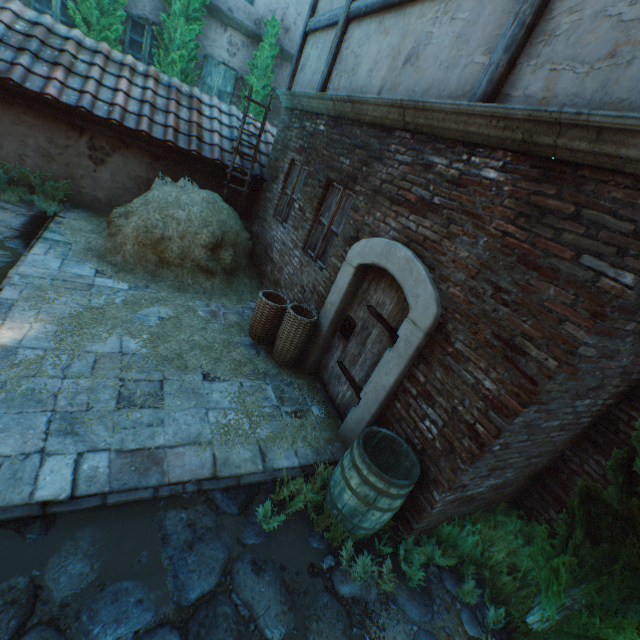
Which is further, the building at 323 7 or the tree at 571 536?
the building at 323 7

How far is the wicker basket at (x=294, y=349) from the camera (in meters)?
4.70

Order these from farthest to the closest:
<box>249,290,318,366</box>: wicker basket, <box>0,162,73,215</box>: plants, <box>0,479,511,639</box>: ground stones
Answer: <box>0,162,73,215</box>: plants < <box>249,290,318,366</box>: wicker basket < <box>0,479,511,639</box>: ground stones

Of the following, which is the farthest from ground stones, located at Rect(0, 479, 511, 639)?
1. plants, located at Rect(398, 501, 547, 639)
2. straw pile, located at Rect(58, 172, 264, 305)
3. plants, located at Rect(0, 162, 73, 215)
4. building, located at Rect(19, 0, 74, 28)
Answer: building, located at Rect(19, 0, 74, 28)

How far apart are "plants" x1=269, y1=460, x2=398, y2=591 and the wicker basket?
2.3m

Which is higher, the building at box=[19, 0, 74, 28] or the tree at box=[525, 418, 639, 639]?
the building at box=[19, 0, 74, 28]

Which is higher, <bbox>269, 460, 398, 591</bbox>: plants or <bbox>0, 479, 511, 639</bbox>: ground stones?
<bbox>269, 460, 398, 591</bbox>: plants

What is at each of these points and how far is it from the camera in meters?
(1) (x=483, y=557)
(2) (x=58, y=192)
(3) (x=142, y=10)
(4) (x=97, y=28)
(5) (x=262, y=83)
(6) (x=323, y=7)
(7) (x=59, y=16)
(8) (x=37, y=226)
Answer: (1) plants, 3.4 m
(2) plants, 6.8 m
(3) building, 8.6 m
(4) tree, 7.8 m
(5) tree, 9.9 m
(6) building, 6.5 m
(7) building, 8.2 m
(8) ground stones, 5.9 m
